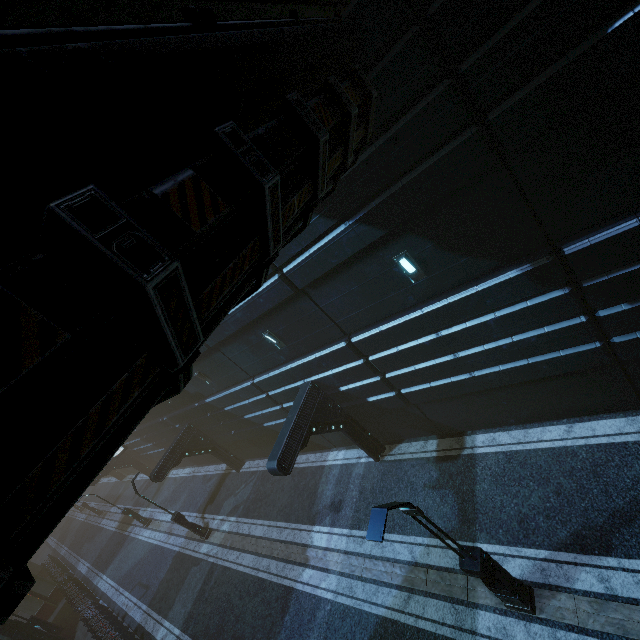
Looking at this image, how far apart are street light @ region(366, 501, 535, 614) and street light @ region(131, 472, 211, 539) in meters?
16.7 m

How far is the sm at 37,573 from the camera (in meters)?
26.31

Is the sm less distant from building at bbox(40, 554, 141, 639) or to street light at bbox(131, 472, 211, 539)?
building at bbox(40, 554, 141, 639)

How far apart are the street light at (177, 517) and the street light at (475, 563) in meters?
16.7

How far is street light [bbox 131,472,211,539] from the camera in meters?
17.7 m

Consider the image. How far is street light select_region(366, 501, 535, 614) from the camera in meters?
5.6 m

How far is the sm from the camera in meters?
26.3

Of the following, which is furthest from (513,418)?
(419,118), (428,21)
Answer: (428,21)
